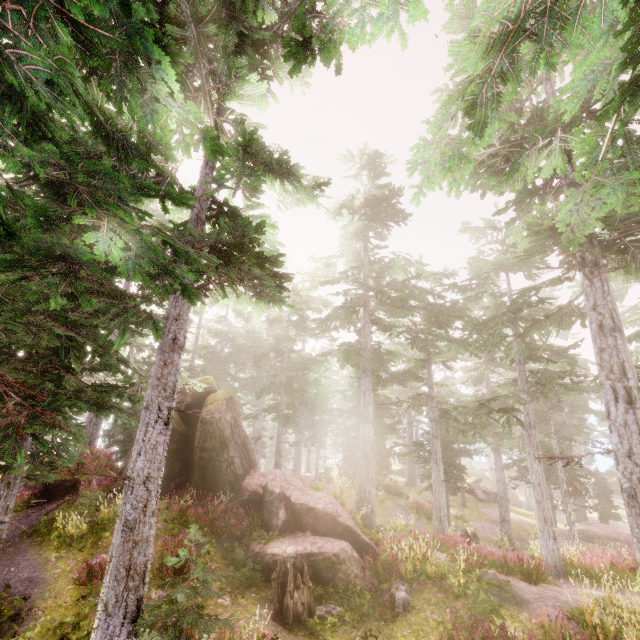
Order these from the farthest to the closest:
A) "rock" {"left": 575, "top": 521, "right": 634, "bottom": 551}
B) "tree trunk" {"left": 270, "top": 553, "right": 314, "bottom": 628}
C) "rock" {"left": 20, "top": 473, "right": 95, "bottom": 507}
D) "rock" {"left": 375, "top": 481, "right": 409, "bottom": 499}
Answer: "rock" {"left": 375, "top": 481, "right": 409, "bottom": 499} < "rock" {"left": 575, "top": 521, "right": 634, "bottom": 551} < "rock" {"left": 20, "top": 473, "right": 95, "bottom": 507} < "tree trunk" {"left": 270, "top": 553, "right": 314, "bottom": 628}

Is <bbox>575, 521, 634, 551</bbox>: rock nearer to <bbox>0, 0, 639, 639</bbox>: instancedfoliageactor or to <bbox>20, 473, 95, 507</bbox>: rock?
<bbox>0, 0, 639, 639</bbox>: instancedfoliageactor

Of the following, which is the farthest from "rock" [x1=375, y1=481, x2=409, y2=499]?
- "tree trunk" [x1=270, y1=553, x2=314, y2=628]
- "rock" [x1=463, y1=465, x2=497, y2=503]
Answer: "tree trunk" [x1=270, y1=553, x2=314, y2=628]

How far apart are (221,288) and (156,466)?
4.4m

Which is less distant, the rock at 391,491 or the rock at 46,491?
the rock at 46,491

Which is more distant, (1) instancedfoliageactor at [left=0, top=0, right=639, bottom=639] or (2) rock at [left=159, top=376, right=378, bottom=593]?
(2) rock at [left=159, top=376, right=378, bottom=593]

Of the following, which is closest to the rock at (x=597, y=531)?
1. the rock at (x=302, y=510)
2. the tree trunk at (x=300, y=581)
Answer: the rock at (x=302, y=510)
